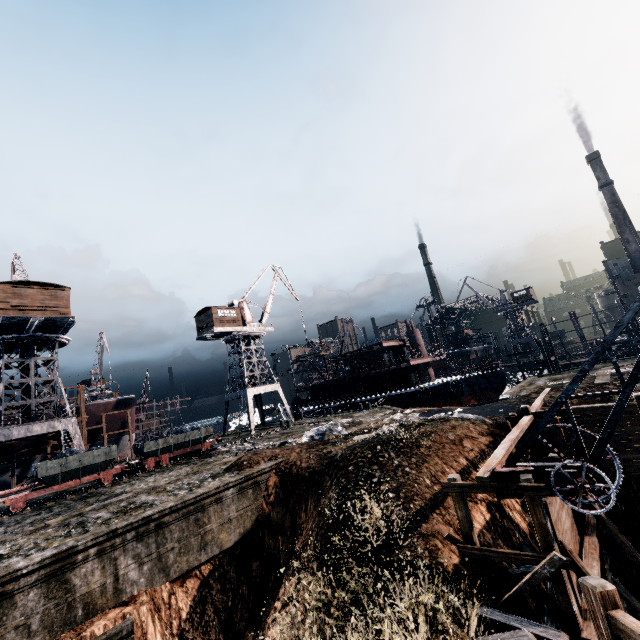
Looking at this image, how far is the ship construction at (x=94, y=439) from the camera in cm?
4009

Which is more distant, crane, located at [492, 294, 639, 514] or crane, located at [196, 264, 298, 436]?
crane, located at [196, 264, 298, 436]

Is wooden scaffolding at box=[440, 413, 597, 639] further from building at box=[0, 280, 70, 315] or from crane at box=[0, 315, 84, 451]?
crane at box=[0, 315, 84, 451]

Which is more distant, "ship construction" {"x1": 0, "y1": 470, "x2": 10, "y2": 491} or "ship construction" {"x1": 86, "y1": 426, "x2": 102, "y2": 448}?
"ship construction" {"x1": 86, "y1": 426, "x2": 102, "y2": 448}

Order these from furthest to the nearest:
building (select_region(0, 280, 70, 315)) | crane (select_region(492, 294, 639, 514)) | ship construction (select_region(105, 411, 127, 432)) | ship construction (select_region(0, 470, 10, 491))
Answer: ship construction (select_region(105, 411, 127, 432)) → ship construction (select_region(0, 470, 10, 491)) → building (select_region(0, 280, 70, 315)) → crane (select_region(492, 294, 639, 514))

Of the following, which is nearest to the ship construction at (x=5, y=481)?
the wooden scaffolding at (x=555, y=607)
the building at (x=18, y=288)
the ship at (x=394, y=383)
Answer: the building at (x=18, y=288)

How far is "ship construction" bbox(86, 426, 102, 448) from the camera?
40.1m

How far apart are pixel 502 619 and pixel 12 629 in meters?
15.1 m
